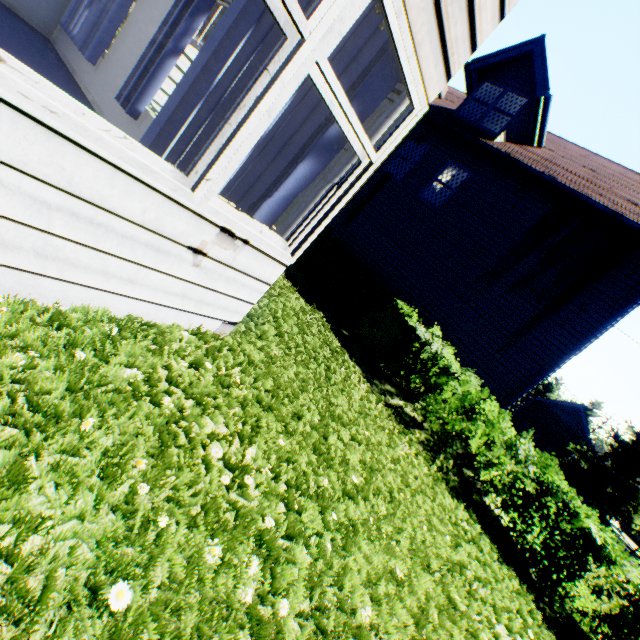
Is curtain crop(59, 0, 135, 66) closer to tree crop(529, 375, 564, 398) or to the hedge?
the hedge

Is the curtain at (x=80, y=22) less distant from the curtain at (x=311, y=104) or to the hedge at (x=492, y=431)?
the curtain at (x=311, y=104)

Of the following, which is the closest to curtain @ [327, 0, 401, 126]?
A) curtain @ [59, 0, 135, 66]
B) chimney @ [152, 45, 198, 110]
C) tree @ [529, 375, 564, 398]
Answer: chimney @ [152, 45, 198, 110]

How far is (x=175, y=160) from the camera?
2.06m

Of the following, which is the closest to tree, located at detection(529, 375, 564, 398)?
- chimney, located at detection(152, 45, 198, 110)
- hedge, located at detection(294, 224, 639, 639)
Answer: hedge, located at detection(294, 224, 639, 639)

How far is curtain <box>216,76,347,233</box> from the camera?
2.33m

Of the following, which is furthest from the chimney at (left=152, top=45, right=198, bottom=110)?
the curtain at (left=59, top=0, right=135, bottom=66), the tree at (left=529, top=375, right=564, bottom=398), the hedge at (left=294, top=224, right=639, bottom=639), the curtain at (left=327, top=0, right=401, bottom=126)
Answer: the tree at (left=529, top=375, right=564, bottom=398)

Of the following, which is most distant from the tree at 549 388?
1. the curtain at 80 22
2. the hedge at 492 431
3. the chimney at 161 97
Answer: the curtain at 80 22
